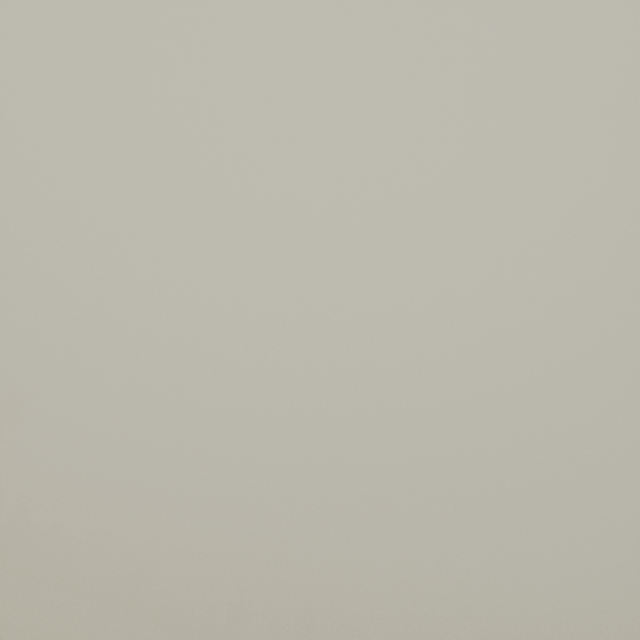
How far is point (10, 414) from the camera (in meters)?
46.28
